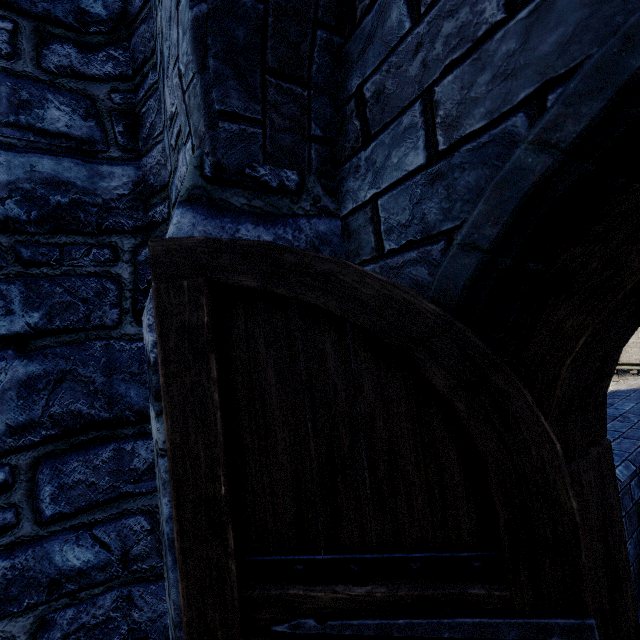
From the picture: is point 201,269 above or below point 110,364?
above
